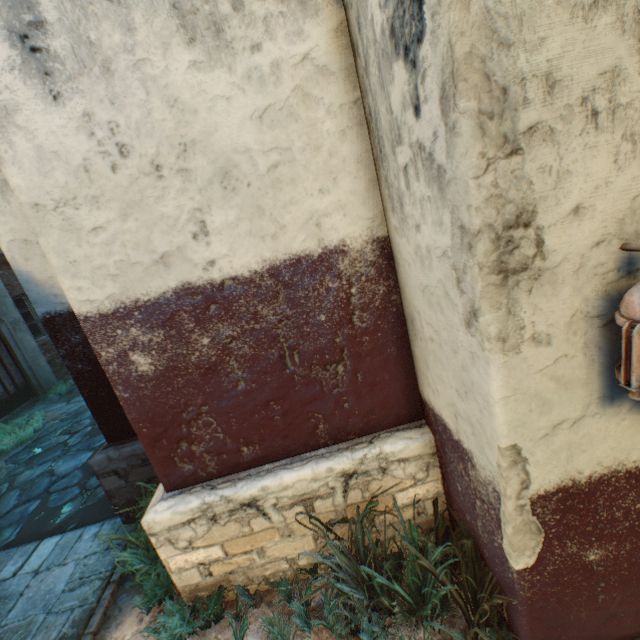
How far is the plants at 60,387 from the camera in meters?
8.5 m

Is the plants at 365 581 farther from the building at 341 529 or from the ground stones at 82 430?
the ground stones at 82 430

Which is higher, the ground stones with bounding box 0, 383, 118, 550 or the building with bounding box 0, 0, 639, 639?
→ the building with bounding box 0, 0, 639, 639

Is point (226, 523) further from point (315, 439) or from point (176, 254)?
point (176, 254)

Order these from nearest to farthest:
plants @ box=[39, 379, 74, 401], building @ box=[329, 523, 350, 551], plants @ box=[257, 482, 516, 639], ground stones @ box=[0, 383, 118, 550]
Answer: plants @ box=[257, 482, 516, 639], building @ box=[329, 523, 350, 551], ground stones @ box=[0, 383, 118, 550], plants @ box=[39, 379, 74, 401]

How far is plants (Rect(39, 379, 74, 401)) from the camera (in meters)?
8.54

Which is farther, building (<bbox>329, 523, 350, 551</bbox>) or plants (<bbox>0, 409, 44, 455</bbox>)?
plants (<bbox>0, 409, 44, 455</bbox>)

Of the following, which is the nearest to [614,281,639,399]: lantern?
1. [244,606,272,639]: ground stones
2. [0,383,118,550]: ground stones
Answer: [244,606,272,639]: ground stones
